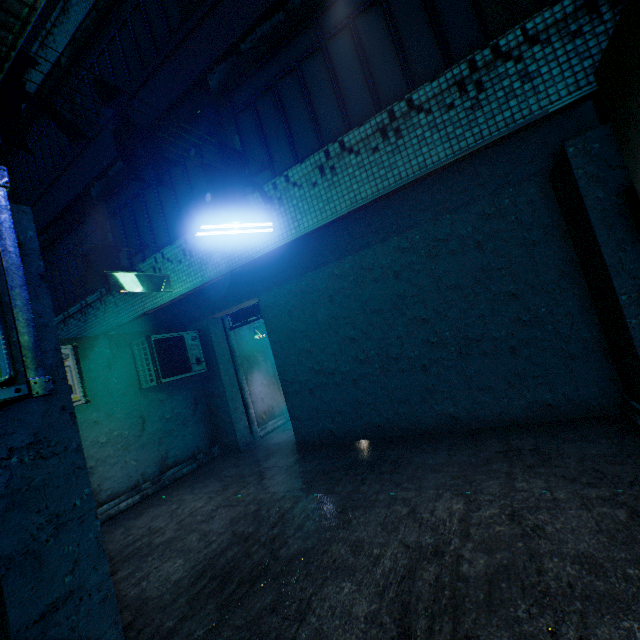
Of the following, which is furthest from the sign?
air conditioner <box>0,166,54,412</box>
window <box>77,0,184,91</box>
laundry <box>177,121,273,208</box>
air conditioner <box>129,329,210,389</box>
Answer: air conditioner <box>0,166,54,412</box>

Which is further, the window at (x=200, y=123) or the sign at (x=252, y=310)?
the sign at (x=252, y=310)

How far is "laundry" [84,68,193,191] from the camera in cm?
256

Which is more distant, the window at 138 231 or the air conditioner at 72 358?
the window at 138 231

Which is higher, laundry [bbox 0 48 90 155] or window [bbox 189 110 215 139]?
window [bbox 189 110 215 139]

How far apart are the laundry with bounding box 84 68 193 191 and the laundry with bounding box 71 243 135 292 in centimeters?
279cm

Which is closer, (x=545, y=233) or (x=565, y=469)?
(x=565, y=469)

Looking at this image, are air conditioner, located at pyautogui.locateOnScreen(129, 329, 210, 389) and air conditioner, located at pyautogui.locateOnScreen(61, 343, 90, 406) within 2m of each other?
yes
